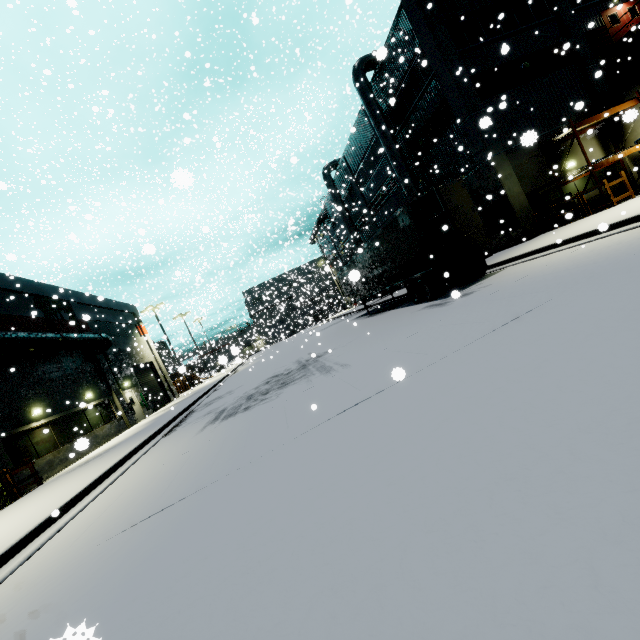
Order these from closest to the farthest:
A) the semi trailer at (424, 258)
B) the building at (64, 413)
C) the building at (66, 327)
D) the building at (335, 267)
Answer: the semi trailer at (424, 258)
the building at (64, 413)
the building at (66, 327)
the building at (335, 267)

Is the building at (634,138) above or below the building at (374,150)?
below

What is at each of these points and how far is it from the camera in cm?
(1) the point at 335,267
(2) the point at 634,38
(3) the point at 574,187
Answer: (1) building, 3247
(2) balcony, 1847
(3) building, 1803

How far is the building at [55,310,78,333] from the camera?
20.6m

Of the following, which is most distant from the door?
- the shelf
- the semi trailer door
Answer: the semi trailer door

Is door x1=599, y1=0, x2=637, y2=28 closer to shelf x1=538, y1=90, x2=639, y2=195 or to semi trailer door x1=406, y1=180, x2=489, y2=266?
shelf x1=538, y1=90, x2=639, y2=195

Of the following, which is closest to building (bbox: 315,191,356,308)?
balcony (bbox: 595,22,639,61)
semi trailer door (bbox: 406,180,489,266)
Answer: balcony (bbox: 595,22,639,61)

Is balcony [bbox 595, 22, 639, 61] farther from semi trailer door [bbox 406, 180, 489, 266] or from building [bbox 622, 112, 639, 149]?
semi trailer door [bbox 406, 180, 489, 266]
